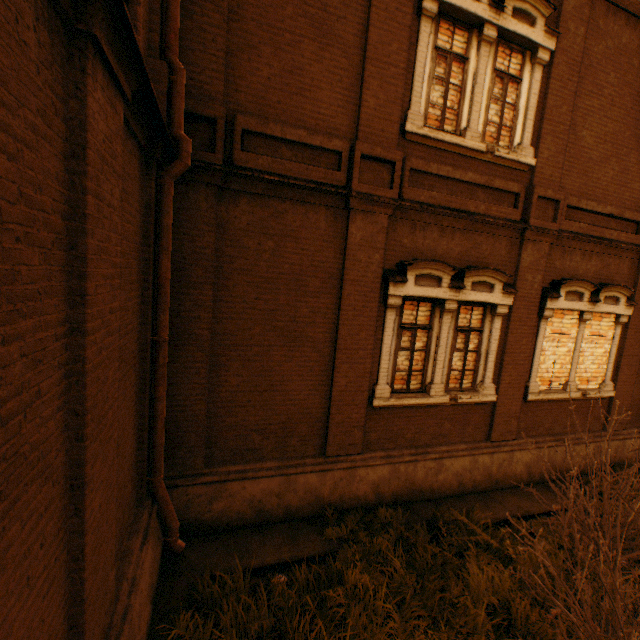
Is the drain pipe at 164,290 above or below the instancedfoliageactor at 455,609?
above

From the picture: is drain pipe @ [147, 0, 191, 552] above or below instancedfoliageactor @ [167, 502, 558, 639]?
above

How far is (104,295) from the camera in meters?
2.3 m
